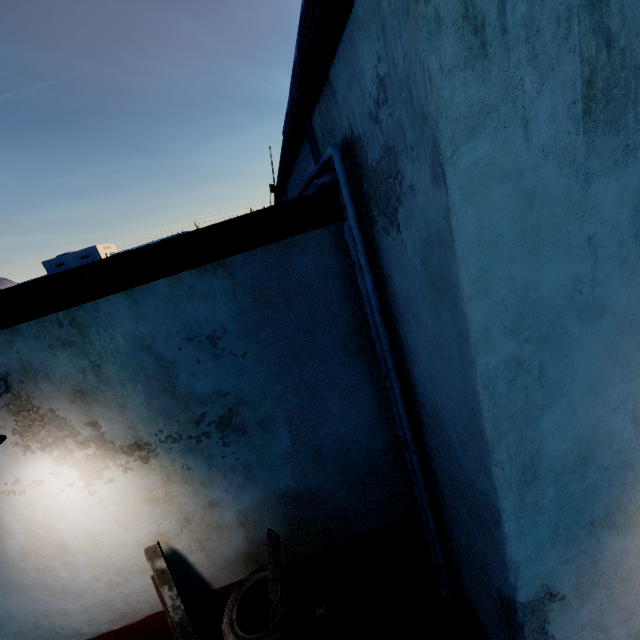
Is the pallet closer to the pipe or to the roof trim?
the pipe

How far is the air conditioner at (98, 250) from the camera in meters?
8.2 m

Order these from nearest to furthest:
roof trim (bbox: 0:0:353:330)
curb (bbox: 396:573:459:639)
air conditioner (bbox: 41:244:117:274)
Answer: roof trim (bbox: 0:0:353:330) < curb (bbox: 396:573:459:639) < air conditioner (bbox: 41:244:117:274)

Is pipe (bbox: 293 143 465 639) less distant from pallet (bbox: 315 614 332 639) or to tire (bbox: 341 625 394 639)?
tire (bbox: 341 625 394 639)

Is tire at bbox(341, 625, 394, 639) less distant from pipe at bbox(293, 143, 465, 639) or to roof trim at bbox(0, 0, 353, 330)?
pipe at bbox(293, 143, 465, 639)

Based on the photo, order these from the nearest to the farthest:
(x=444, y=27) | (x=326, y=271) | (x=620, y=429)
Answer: (x=444, y=27) → (x=620, y=429) → (x=326, y=271)

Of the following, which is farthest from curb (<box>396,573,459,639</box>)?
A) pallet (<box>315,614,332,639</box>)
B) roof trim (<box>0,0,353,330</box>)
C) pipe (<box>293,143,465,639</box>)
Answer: roof trim (<box>0,0,353,330</box>)

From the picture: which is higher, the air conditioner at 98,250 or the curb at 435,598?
the air conditioner at 98,250
